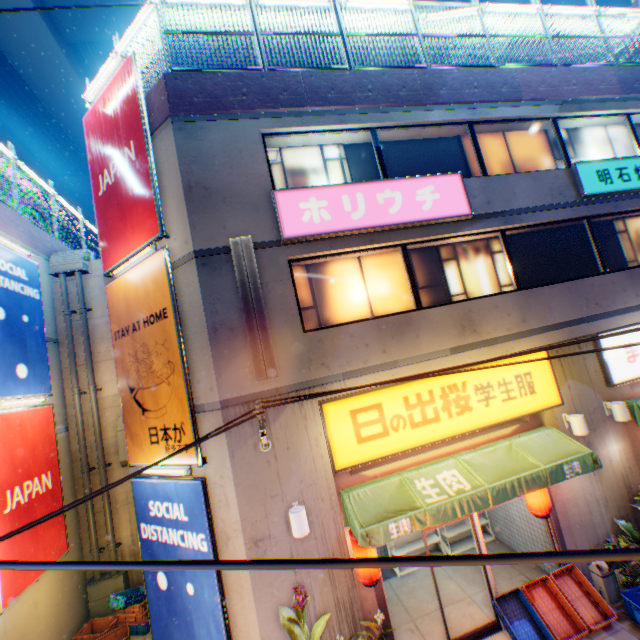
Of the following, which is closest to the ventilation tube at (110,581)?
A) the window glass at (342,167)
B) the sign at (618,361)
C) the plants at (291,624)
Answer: the plants at (291,624)

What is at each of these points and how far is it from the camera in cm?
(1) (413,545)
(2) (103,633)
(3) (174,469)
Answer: (1) metal shelf, 909
(2) plastic crate, 847
(3) street lamp, 646

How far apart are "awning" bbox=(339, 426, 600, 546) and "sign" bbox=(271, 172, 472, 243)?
5.06m

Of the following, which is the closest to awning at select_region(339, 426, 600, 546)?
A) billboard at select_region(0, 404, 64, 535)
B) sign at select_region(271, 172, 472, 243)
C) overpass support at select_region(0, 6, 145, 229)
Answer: sign at select_region(271, 172, 472, 243)

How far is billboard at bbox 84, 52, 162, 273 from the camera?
6.9m

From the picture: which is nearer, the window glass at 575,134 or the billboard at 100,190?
the billboard at 100,190

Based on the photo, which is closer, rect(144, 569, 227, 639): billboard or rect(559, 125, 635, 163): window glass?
rect(144, 569, 227, 639): billboard

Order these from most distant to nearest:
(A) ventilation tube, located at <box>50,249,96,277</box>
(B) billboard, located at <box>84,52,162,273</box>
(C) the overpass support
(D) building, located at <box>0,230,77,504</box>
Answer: (C) the overpass support < (A) ventilation tube, located at <box>50,249,96,277</box> < (D) building, located at <box>0,230,77,504</box> < (B) billboard, located at <box>84,52,162,273</box>
